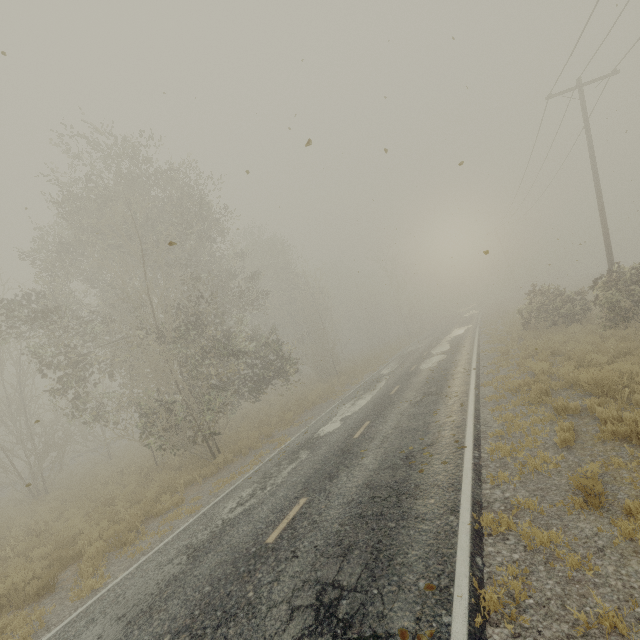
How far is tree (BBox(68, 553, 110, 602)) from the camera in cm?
710

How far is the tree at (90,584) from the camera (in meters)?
7.10

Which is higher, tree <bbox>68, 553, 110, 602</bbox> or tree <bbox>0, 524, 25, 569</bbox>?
tree <bbox>0, 524, 25, 569</bbox>

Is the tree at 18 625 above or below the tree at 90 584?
below

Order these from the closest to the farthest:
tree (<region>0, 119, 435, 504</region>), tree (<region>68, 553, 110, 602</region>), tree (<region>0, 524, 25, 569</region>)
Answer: tree (<region>68, 553, 110, 602</region>), tree (<region>0, 524, 25, 569</region>), tree (<region>0, 119, 435, 504</region>)

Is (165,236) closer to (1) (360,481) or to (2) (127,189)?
(2) (127,189)

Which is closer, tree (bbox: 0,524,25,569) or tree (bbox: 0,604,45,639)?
tree (bbox: 0,604,45,639)
